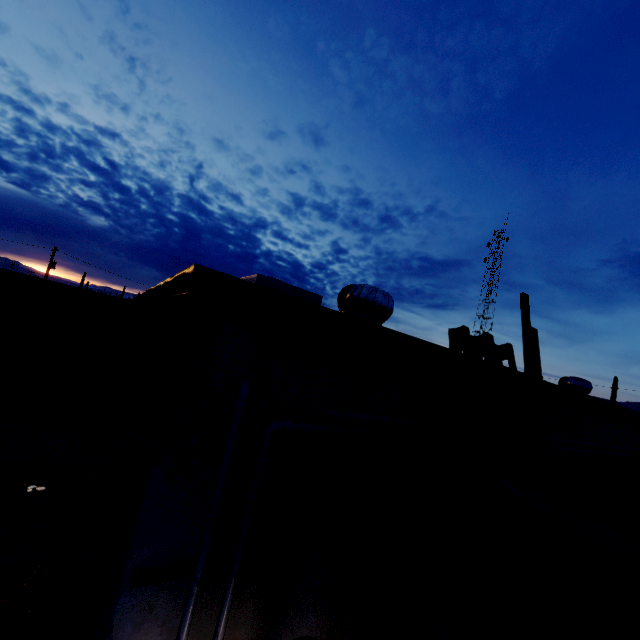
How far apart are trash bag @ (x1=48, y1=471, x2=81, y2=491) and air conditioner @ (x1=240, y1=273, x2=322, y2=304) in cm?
630

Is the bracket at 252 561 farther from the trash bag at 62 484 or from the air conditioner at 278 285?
the trash bag at 62 484

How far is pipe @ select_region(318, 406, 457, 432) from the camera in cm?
207

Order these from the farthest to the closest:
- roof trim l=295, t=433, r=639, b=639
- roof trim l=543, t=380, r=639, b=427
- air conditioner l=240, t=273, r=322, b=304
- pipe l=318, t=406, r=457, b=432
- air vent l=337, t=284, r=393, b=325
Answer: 1. air conditioner l=240, t=273, r=322, b=304
2. roof trim l=543, t=380, r=639, b=427
3. air vent l=337, t=284, r=393, b=325
4. pipe l=318, t=406, r=457, b=432
5. roof trim l=295, t=433, r=639, b=639

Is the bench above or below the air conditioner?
below

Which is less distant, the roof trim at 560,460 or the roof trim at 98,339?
the roof trim at 98,339

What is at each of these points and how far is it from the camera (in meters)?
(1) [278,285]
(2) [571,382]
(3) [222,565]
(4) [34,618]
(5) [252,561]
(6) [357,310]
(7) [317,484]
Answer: (1) air conditioner, 5.86
(2) air vent, 7.11
(3) bracket, 1.80
(4) bench, 4.28
(5) bracket, 1.89
(6) air vent, 3.22
(7) roof trim, 1.84

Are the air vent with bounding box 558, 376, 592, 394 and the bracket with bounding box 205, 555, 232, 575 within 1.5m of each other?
no
